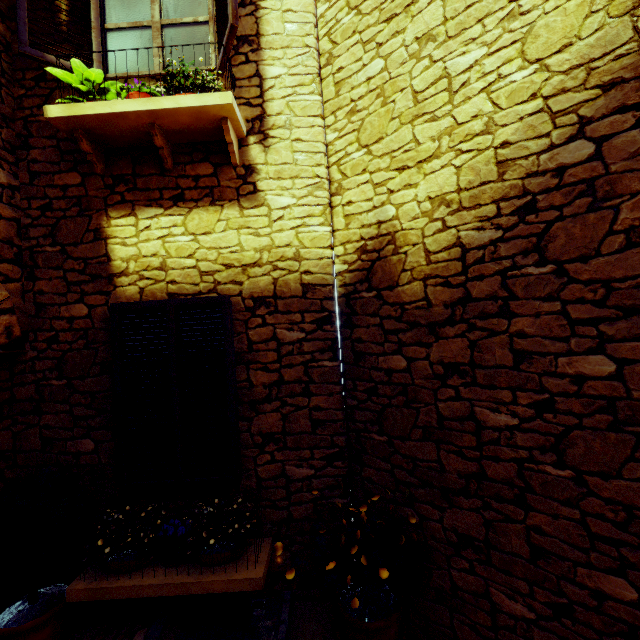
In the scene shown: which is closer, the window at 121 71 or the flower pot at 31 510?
the flower pot at 31 510

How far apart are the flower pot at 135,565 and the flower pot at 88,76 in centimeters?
380cm

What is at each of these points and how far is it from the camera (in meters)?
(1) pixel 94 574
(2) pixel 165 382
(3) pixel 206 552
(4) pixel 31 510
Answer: (1) window sill, 2.60
(2) window, 2.87
(3) flower pot, 2.65
(4) flower pot, 2.45

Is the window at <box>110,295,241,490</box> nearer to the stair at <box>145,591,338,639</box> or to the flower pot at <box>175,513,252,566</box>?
the flower pot at <box>175,513,252,566</box>

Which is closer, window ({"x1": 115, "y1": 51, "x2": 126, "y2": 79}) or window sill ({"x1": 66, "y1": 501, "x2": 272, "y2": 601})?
window sill ({"x1": 66, "y1": 501, "x2": 272, "y2": 601})

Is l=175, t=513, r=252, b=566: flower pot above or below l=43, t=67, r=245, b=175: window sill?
below

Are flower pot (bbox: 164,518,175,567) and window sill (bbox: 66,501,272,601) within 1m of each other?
yes

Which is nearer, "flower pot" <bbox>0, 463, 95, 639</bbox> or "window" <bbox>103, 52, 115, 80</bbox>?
"flower pot" <bbox>0, 463, 95, 639</bbox>
